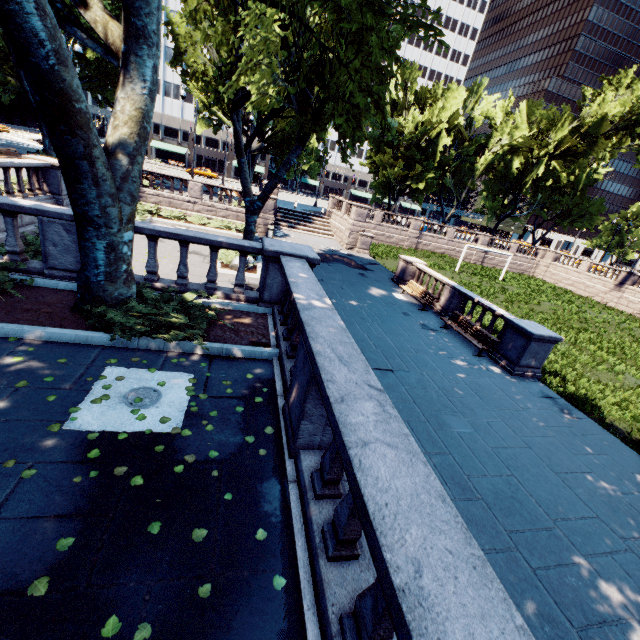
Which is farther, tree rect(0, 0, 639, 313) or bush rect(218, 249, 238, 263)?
bush rect(218, 249, 238, 263)

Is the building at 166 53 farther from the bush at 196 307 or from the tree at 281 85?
the bush at 196 307

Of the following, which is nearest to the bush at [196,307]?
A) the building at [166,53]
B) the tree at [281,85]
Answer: the tree at [281,85]

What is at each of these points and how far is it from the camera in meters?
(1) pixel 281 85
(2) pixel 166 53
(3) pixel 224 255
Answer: (1) tree, 12.7 m
(2) building, 59.9 m
(3) bush, 16.8 m

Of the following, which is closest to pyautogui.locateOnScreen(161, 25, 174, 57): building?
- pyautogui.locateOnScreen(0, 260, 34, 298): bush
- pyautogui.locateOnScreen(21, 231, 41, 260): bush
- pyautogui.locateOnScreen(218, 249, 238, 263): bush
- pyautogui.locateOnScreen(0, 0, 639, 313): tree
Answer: pyautogui.locateOnScreen(0, 0, 639, 313): tree

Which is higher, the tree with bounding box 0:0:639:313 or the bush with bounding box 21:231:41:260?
the tree with bounding box 0:0:639:313

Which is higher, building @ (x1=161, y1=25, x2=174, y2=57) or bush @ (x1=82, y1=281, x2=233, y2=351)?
building @ (x1=161, y1=25, x2=174, y2=57)

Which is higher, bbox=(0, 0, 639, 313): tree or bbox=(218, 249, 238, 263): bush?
bbox=(0, 0, 639, 313): tree
